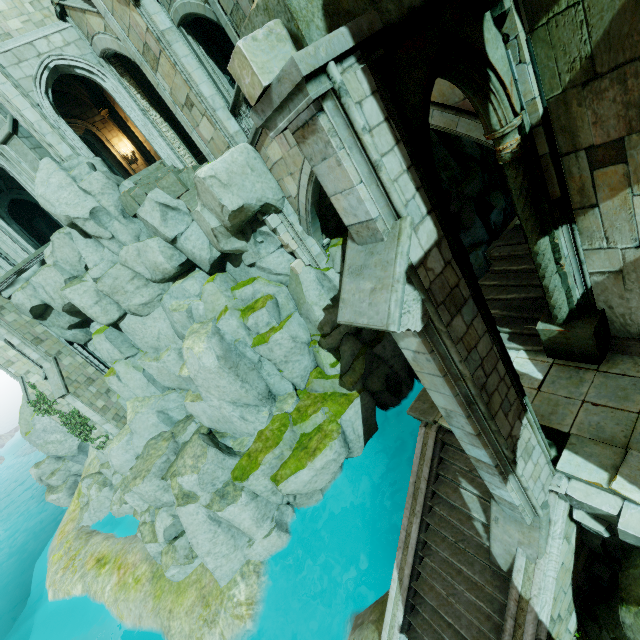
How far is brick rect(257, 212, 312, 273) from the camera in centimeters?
1281cm

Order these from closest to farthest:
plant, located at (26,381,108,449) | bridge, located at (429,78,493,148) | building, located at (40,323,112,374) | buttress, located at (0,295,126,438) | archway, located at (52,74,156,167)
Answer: bridge, located at (429,78,493,148), buttress, located at (0,295,126,438), archway, located at (52,74,156,167), building, located at (40,323,112,374), plant, located at (26,381,108,449)

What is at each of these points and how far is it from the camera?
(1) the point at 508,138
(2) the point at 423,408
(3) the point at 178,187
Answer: (1) column top, 5.0 meters
(2) trim, 8.3 meters
(3) stone column, 13.1 meters

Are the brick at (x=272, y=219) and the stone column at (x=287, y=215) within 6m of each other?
yes

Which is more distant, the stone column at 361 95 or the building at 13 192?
the building at 13 192

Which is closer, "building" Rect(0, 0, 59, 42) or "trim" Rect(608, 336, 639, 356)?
"trim" Rect(608, 336, 639, 356)

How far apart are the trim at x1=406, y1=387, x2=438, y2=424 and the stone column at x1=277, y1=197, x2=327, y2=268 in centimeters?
673cm

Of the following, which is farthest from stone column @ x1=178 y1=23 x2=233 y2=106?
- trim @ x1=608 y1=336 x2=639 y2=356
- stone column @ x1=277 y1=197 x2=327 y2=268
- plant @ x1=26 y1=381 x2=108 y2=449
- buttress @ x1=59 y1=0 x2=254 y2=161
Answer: plant @ x1=26 y1=381 x2=108 y2=449
